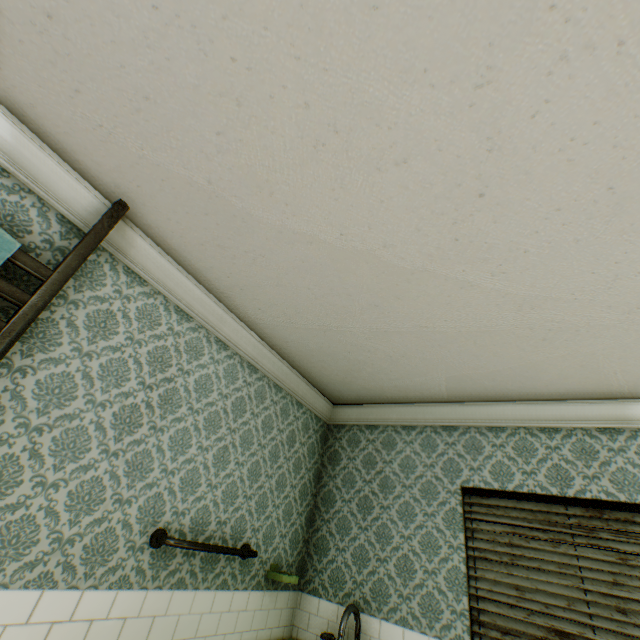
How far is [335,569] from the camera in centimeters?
332cm

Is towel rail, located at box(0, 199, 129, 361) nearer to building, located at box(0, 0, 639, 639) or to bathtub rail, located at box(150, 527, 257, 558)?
building, located at box(0, 0, 639, 639)

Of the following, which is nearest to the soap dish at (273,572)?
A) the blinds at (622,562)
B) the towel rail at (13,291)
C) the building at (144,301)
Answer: the building at (144,301)

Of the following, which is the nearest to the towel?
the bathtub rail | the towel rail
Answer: the towel rail

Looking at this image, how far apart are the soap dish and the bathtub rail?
0.3 meters

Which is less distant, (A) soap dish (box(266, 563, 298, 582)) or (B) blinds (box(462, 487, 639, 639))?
(B) blinds (box(462, 487, 639, 639))

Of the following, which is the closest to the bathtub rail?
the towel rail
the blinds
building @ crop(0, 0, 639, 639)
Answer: building @ crop(0, 0, 639, 639)

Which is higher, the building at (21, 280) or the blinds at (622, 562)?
the building at (21, 280)
